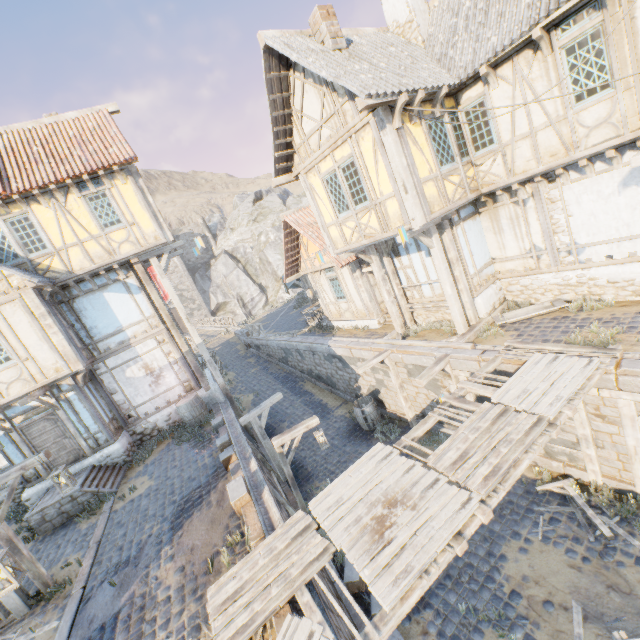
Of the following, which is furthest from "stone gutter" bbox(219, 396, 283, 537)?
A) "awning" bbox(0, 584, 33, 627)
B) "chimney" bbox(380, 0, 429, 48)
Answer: "chimney" bbox(380, 0, 429, 48)

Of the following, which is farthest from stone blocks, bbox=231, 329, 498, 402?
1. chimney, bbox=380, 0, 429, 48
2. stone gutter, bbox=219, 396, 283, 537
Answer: chimney, bbox=380, 0, 429, 48

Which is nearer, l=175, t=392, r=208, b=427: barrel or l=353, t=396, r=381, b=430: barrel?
l=175, t=392, r=208, b=427: barrel

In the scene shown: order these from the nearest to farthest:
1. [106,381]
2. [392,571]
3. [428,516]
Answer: [392,571]
[428,516]
[106,381]

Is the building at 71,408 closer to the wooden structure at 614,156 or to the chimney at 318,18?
the chimney at 318,18

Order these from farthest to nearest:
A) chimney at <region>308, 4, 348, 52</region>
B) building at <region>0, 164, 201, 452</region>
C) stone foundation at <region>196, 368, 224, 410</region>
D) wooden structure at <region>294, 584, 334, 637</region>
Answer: stone foundation at <region>196, 368, 224, 410</region>
building at <region>0, 164, 201, 452</region>
chimney at <region>308, 4, 348, 52</region>
wooden structure at <region>294, 584, 334, 637</region>

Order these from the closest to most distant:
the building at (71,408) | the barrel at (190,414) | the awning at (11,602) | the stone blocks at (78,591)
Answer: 1. the stone blocks at (78,591)
2. the awning at (11,602)
3. the building at (71,408)
4. the barrel at (190,414)

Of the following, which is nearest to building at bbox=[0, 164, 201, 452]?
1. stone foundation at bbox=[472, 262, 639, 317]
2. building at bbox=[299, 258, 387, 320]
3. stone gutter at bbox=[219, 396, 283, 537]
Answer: stone gutter at bbox=[219, 396, 283, 537]
